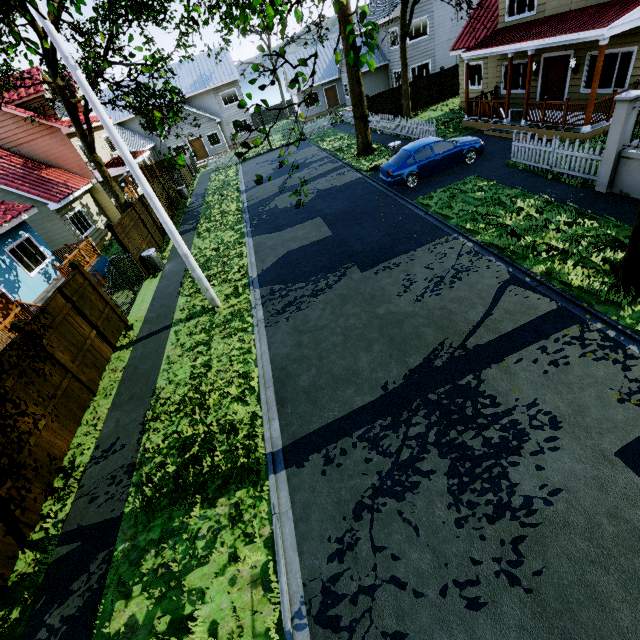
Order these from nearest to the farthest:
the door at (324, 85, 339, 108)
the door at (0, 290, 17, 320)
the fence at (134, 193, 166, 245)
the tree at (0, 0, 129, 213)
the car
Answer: the tree at (0, 0, 129, 213)
the door at (0, 290, 17, 320)
the car
the fence at (134, 193, 166, 245)
the door at (324, 85, 339, 108)

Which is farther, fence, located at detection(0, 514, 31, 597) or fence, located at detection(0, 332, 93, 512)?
fence, located at detection(0, 332, 93, 512)

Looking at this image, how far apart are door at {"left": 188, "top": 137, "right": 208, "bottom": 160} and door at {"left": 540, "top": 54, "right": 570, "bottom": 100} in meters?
32.4

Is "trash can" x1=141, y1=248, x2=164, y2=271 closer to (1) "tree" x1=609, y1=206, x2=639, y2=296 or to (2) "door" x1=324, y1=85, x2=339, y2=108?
(1) "tree" x1=609, y1=206, x2=639, y2=296

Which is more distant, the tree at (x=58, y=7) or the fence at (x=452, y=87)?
the fence at (x=452, y=87)

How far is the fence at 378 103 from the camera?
18.61m

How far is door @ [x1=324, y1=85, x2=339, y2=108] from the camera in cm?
3834

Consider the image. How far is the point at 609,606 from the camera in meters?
3.5 m
